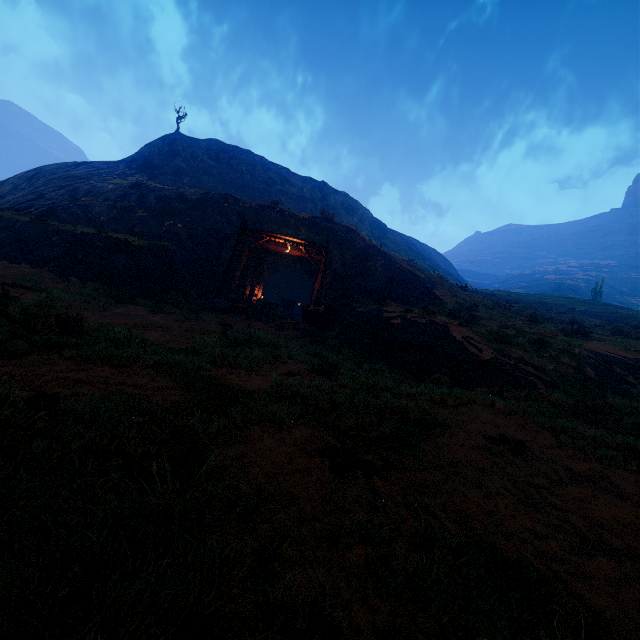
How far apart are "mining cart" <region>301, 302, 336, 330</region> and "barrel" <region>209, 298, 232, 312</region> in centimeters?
345cm

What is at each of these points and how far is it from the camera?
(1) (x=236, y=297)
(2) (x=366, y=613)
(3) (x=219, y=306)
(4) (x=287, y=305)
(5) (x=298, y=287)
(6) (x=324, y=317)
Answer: (1) wooden box, 17.2m
(2) z, 1.5m
(3) barrel, 15.8m
(4) tracks, 24.1m
(5) burlap sack, 34.2m
(6) mining cart, 15.6m

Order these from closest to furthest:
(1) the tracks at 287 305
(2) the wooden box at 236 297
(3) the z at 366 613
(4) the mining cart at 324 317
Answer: (3) the z at 366 613 < (4) the mining cart at 324 317 < (1) the tracks at 287 305 < (2) the wooden box at 236 297

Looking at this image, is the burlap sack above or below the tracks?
above

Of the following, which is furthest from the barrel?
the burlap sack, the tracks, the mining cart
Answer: the burlap sack

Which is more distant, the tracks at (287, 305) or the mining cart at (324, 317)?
the tracks at (287, 305)

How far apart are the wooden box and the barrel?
0.0m

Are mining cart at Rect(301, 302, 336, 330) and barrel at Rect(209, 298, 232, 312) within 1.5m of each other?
no
